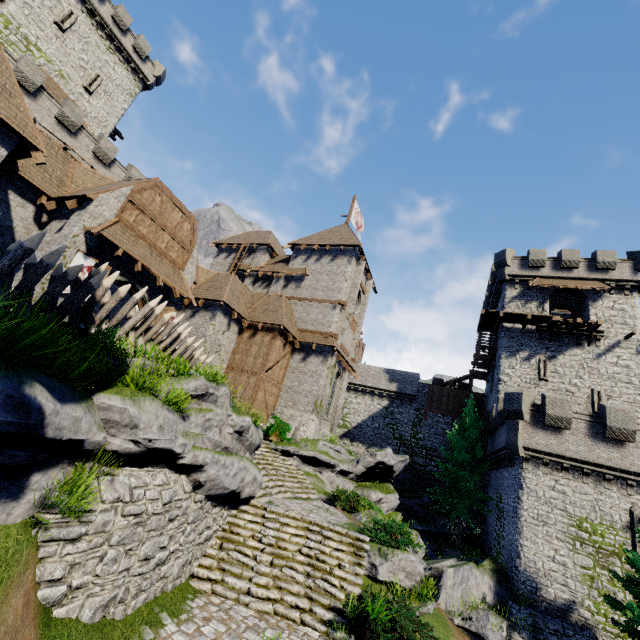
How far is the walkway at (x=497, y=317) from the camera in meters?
26.6 m

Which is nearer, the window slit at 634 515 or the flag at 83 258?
the flag at 83 258

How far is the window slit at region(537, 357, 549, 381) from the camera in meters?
26.1 m

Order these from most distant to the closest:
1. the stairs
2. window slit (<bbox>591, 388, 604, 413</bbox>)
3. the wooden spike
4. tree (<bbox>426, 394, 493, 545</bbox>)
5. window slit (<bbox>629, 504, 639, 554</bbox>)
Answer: tree (<bbox>426, 394, 493, 545</bbox>), window slit (<bbox>591, 388, 604, 413</bbox>), window slit (<bbox>629, 504, 639, 554</bbox>), the stairs, the wooden spike

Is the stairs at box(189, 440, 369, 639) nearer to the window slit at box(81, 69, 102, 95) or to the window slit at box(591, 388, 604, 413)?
the window slit at box(591, 388, 604, 413)

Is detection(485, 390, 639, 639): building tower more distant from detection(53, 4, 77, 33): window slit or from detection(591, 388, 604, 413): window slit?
detection(53, 4, 77, 33): window slit

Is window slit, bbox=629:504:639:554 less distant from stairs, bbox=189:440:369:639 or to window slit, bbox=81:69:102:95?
stairs, bbox=189:440:369:639

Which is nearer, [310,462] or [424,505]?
[310,462]
